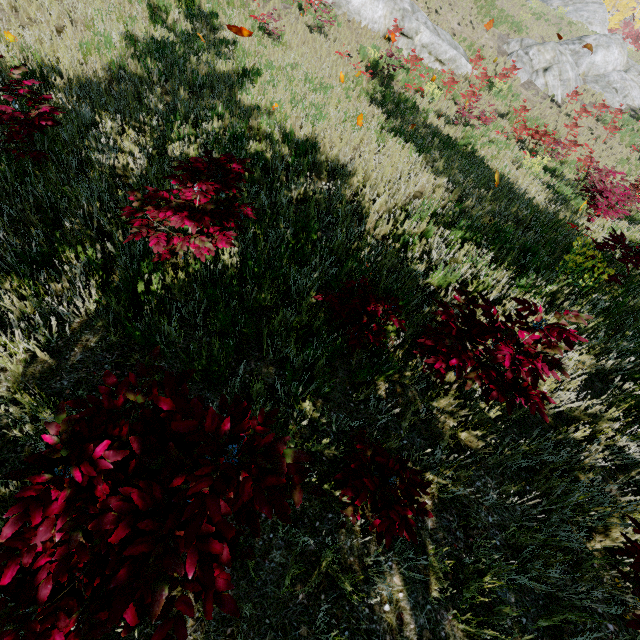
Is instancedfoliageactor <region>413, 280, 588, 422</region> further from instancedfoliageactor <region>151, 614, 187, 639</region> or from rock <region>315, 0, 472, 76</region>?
rock <region>315, 0, 472, 76</region>

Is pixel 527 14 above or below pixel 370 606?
above

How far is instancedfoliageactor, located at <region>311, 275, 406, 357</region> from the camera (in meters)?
2.98

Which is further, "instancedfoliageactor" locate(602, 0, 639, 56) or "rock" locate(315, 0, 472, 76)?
"instancedfoliageactor" locate(602, 0, 639, 56)

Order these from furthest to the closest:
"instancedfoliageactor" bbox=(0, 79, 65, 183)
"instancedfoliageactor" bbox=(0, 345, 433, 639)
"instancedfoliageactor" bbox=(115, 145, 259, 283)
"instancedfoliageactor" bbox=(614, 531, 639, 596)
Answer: "instancedfoliageactor" bbox=(0, 79, 65, 183) < "instancedfoliageactor" bbox=(115, 145, 259, 283) < "instancedfoliageactor" bbox=(614, 531, 639, 596) < "instancedfoliageactor" bbox=(0, 345, 433, 639)

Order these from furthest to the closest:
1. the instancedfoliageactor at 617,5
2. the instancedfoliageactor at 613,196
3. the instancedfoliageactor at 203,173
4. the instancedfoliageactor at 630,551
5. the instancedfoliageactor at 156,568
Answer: the instancedfoliageactor at 617,5 < the instancedfoliageactor at 613,196 < the instancedfoliageactor at 203,173 < the instancedfoliageactor at 630,551 < the instancedfoliageactor at 156,568

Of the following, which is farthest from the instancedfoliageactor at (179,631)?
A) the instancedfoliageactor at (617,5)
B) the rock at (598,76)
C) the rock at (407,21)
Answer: the rock at (598,76)

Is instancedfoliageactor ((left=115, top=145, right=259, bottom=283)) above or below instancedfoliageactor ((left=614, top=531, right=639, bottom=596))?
above
